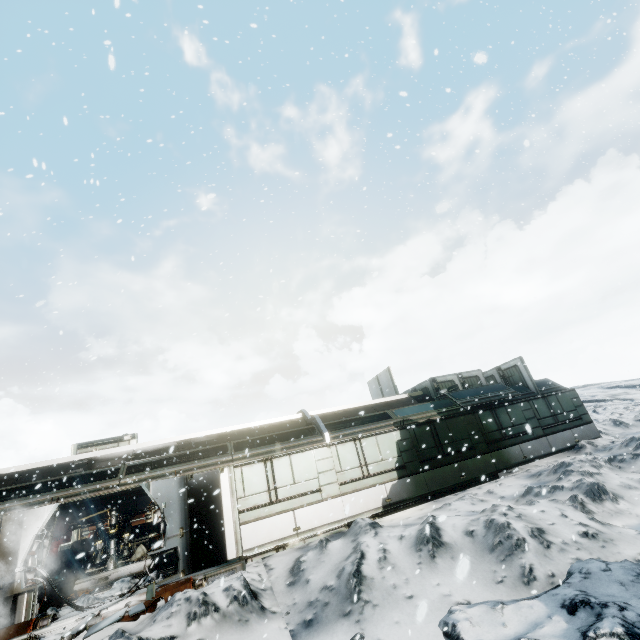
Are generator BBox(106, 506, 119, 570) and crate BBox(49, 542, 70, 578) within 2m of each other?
no

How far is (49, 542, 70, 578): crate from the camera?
15.2m

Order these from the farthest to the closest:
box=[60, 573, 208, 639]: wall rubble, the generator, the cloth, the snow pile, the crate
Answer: the cloth → the crate → the generator → the snow pile → box=[60, 573, 208, 639]: wall rubble

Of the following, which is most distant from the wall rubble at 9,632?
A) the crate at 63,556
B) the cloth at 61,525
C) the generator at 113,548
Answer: the cloth at 61,525

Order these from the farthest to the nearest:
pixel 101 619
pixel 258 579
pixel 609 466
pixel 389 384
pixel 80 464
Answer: pixel 389 384
pixel 80 464
pixel 609 466
pixel 258 579
pixel 101 619

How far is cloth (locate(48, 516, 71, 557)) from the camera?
16.1 meters

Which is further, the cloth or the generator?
the cloth

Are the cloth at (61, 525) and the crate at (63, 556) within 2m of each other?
yes
